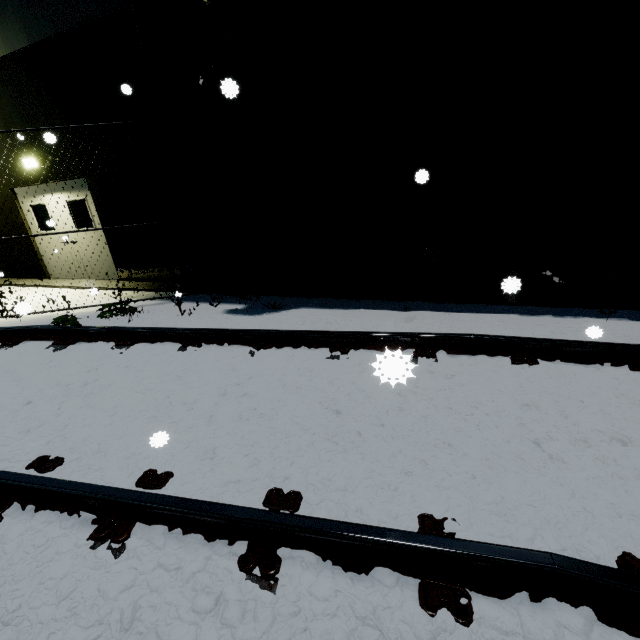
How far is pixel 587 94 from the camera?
3.9m
